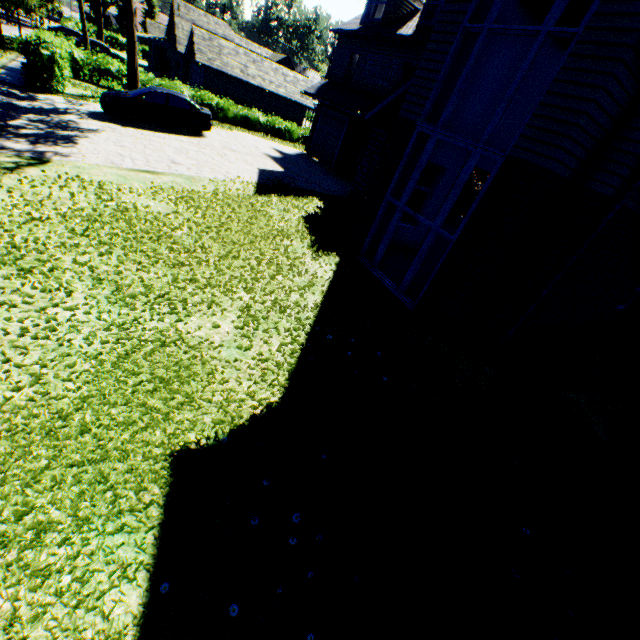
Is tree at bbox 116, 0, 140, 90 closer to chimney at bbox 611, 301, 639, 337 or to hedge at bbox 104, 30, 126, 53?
hedge at bbox 104, 30, 126, 53

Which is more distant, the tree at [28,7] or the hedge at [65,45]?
the tree at [28,7]

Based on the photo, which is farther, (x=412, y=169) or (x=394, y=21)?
(x=394, y=21)

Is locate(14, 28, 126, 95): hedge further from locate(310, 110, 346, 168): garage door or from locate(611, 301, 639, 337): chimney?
locate(611, 301, 639, 337): chimney

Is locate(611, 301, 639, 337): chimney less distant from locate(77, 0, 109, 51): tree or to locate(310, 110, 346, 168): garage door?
locate(77, 0, 109, 51): tree

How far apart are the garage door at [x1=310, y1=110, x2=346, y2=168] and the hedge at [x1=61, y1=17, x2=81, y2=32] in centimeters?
3957cm

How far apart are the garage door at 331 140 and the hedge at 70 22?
39.57m

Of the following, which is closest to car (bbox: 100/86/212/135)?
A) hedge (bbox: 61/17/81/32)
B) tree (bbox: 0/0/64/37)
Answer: tree (bbox: 0/0/64/37)
